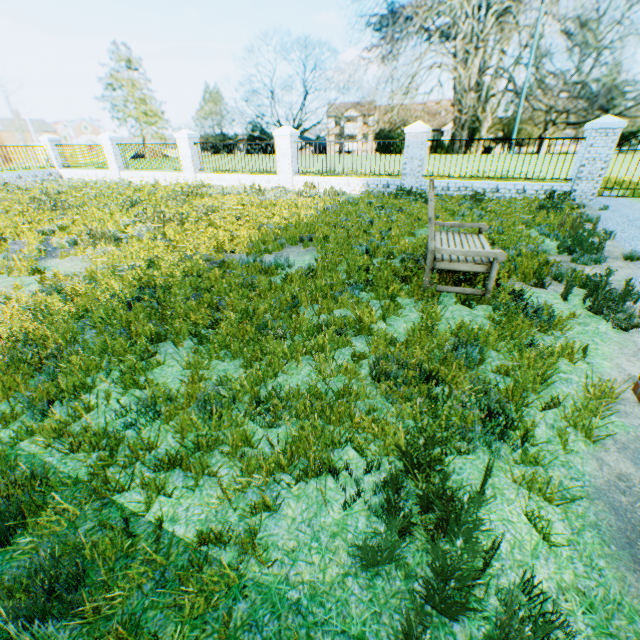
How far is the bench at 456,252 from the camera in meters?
4.1 m

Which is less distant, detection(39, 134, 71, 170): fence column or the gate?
the gate

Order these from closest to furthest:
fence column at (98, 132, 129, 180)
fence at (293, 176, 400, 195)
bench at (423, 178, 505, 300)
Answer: bench at (423, 178, 505, 300) → fence at (293, 176, 400, 195) → fence column at (98, 132, 129, 180)

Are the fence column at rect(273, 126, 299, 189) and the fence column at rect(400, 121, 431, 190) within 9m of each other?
yes

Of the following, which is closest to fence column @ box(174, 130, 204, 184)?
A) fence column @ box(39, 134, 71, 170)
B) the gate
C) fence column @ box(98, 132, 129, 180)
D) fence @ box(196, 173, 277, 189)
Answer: fence @ box(196, 173, 277, 189)

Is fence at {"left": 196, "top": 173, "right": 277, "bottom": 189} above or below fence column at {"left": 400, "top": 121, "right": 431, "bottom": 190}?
below

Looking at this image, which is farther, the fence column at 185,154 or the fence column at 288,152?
the fence column at 185,154

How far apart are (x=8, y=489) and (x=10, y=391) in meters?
1.3 m
